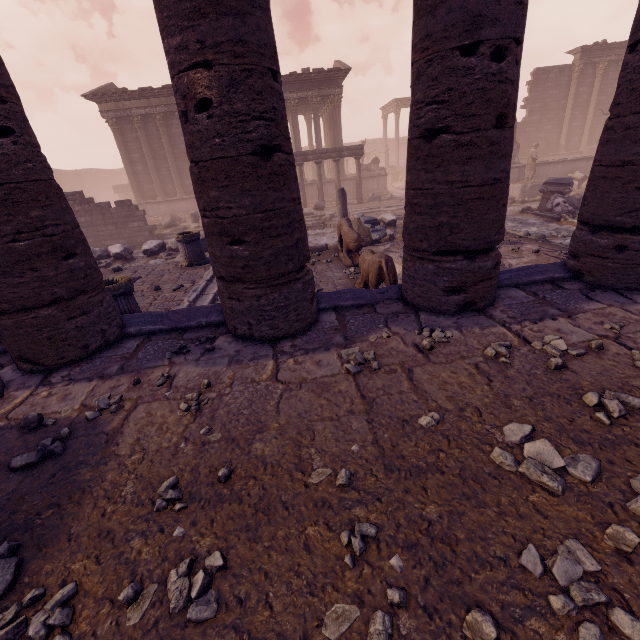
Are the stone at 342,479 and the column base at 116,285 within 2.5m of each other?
no

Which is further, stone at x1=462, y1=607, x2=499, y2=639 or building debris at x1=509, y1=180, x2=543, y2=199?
building debris at x1=509, y1=180, x2=543, y2=199

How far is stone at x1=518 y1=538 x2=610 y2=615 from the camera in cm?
124

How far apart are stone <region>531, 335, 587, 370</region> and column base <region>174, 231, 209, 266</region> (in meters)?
8.27

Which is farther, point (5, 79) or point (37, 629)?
point (5, 79)

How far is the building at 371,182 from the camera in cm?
2270

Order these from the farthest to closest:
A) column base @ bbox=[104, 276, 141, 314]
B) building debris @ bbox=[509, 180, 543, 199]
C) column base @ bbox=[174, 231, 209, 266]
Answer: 1. building debris @ bbox=[509, 180, 543, 199]
2. column base @ bbox=[174, 231, 209, 266]
3. column base @ bbox=[104, 276, 141, 314]

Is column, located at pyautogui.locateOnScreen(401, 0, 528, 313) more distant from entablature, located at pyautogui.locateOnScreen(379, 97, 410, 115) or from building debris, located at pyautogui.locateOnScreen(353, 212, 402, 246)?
entablature, located at pyautogui.locateOnScreen(379, 97, 410, 115)
